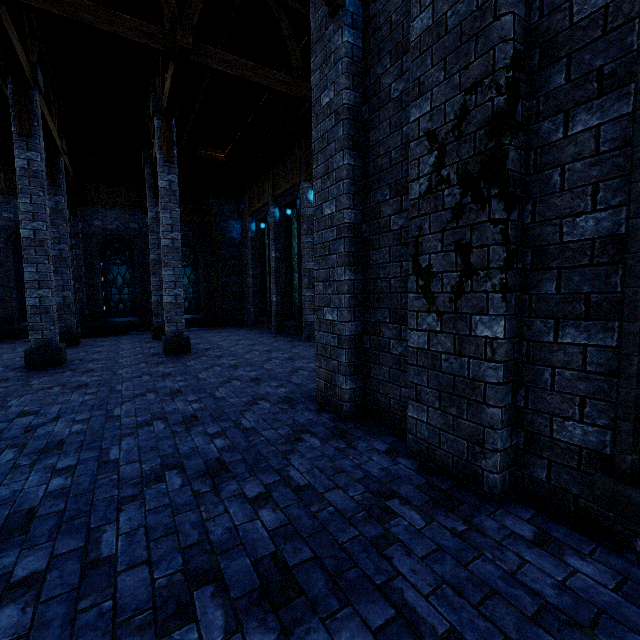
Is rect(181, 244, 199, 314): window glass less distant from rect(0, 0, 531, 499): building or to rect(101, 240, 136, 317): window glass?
rect(0, 0, 531, 499): building

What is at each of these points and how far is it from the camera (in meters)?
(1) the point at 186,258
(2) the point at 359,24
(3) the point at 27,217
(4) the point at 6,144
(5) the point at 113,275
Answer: (1) window glass, 17.03
(2) building, 4.11
(3) pillar, 7.65
(4) building, 12.59
(5) window glass, 15.40

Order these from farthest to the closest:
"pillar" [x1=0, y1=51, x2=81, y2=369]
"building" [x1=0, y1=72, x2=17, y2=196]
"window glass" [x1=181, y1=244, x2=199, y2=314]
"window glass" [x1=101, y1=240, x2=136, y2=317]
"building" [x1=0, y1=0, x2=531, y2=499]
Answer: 1. "window glass" [x1=181, y1=244, x2=199, y2=314]
2. "window glass" [x1=101, y1=240, x2=136, y2=317]
3. "building" [x1=0, y1=72, x2=17, y2=196]
4. "pillar" [x1=0, y1=51, x2=81, y2=369]
5. "building" [x1=0, y1=0, x2=531, y2=499]

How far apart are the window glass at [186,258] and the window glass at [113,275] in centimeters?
153cm

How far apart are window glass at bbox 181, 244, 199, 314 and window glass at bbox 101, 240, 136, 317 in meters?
1.5 m

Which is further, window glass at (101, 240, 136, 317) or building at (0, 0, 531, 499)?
window glass at (101, 240, 136, 317)

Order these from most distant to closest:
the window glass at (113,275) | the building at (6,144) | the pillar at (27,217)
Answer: the window glass at (113,275) → the building at (6,144) → the pillar at (27,217)

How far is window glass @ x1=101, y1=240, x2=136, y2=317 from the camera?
15.2 meters
